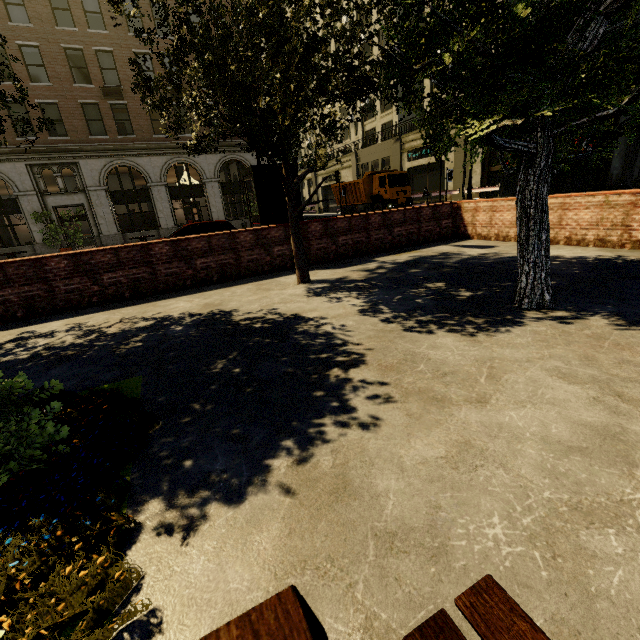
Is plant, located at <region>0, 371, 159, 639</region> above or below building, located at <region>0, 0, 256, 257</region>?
below

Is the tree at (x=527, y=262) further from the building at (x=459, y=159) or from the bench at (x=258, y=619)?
the bench at (x=258, y=619)

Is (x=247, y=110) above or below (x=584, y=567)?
above

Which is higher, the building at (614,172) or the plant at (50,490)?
the building at (614,172)

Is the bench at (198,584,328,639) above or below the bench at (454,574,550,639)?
above

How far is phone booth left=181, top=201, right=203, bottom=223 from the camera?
24.34m

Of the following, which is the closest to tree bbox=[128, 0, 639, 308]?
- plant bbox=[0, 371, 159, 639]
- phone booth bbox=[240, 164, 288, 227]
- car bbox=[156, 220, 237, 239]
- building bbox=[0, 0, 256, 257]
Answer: plant bbox=[0, 371, 159, 639]

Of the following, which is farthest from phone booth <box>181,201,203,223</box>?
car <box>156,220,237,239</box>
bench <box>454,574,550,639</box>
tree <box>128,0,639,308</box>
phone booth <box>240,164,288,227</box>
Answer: bench <box>454,574,550,639</box>
